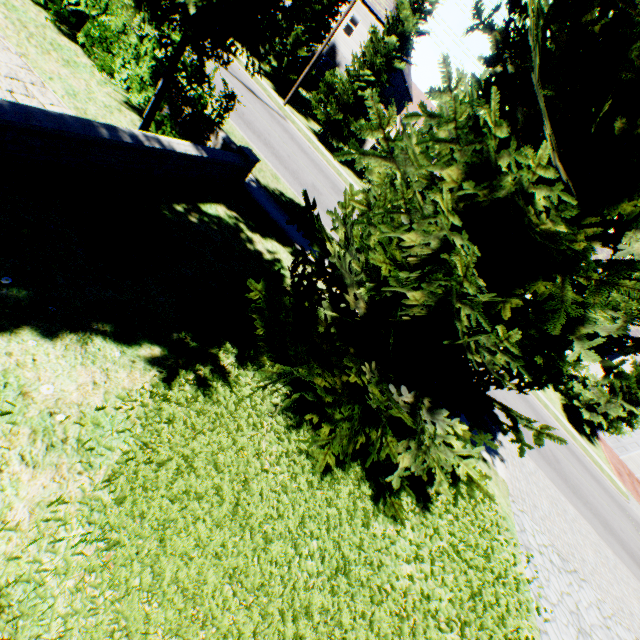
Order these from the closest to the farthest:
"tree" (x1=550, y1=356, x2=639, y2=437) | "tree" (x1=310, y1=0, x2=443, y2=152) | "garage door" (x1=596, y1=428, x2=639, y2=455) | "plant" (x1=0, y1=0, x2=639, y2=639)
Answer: "plant" (x1=0, y1=0, x2=639, y2=639)
"tree" (x1=310, y1=0, x2=443, y2=152)
"tree" (x1=550, y1=356, x2=639, y2=437)
"garage door" (x1=596, y1=428, x2=639, y2=455)

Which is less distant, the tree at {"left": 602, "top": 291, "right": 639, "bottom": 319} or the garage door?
the tree at {"left": 602, "top": 291, "right": 639, "bottom": 319}

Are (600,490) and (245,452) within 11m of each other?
no

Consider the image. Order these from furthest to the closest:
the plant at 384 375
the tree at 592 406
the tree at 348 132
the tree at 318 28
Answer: the tree at 592 406, the tree at 348 132, the tree at 318 28, the plant at 384 375

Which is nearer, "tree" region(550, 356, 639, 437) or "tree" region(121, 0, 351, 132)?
"tree" region(121, 0, 351, 132)

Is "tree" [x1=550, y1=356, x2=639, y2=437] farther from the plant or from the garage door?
the garage door

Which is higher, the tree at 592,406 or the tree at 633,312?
the tree at 633,312

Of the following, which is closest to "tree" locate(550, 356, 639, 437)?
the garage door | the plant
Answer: the plant
